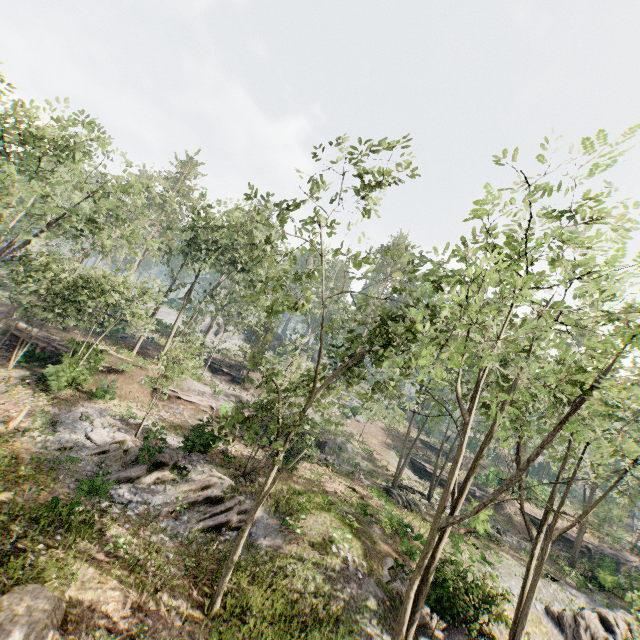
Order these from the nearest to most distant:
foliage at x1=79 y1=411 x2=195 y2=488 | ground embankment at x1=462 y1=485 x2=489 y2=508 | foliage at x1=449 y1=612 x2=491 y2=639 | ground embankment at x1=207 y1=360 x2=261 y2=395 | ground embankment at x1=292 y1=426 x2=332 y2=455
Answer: foliage at x1=449 y1=612 x2=491 y2=639 → foliage at x1=79 y1=411 x2=195 y2=488 → ground embankment at x1=462 y1=485 x2=489 y2=508 → ground embankment at x1=292 y1=426 x2=332 y2=455 → ground embankment at x1=207 y1=360 x2=261 y2=395

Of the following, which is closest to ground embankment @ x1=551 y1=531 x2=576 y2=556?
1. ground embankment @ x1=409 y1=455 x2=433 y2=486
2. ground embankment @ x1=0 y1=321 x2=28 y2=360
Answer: ground embankment @ x1=409 y1=455 x2=433 y2=486

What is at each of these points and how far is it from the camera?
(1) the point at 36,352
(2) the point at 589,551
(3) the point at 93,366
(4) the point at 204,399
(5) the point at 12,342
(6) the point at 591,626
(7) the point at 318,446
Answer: (1) ground embankment, 24.73m
(2) ground embankment, 33.78m
(3) ground embankment, 24.34m
(4) ground embankment, 28.25m
(5) ground embankment, 25.36m
(6) rock, 18.47m
(7) ground embankment, 33.50m

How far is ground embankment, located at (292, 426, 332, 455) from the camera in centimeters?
2527cm

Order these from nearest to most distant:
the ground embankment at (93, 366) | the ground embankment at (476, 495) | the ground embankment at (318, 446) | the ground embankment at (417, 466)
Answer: the ground embankment at (93, 366) < the ground embankment at (476, 495) < the ground embankment at (318, 446) < the ground embankment at (417, 466)

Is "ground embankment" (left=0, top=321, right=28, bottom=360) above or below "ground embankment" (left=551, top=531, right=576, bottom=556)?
below

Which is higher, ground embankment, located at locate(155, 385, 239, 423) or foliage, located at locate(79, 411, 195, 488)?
ground embankment, located at locate(155, 385, 239, 423)

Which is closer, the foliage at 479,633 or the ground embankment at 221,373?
the foliage at 479,633
